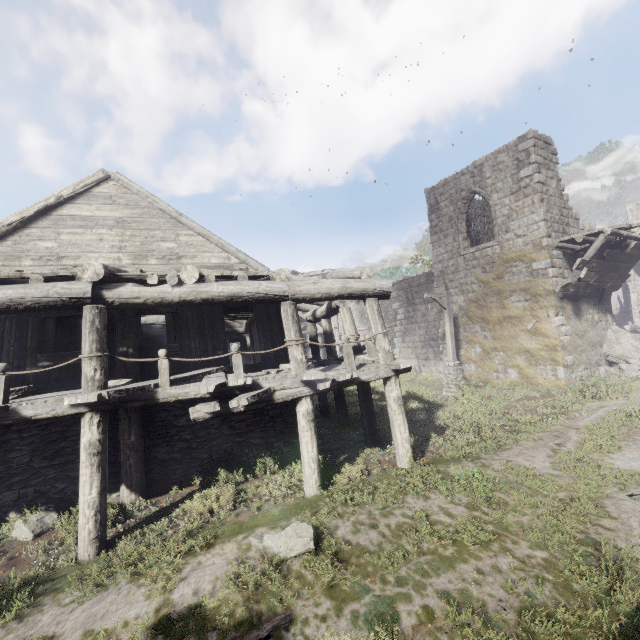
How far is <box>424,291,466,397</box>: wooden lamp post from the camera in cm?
1565

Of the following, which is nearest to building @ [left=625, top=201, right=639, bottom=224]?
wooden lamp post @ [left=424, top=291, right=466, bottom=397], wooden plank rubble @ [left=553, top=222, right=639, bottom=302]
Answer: wooden plank rubble @ [left=553, top=222, right=639, bottom=302]

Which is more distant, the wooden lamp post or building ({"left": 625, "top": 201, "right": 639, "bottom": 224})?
building ({"left": 625, "top": 201, "right": 639, "bottom": 224})

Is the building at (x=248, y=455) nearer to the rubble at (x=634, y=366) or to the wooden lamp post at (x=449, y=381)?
the rubble at (x=634, y=366)

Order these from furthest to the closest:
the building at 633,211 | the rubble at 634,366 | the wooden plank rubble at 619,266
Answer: the building at 633,211
the rubble at 634,366
the wooden plank rubble at 619,266

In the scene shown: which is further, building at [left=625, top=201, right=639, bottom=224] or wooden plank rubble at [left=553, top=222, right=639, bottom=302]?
building at [left=625, top=201, right=639, bottom=224]

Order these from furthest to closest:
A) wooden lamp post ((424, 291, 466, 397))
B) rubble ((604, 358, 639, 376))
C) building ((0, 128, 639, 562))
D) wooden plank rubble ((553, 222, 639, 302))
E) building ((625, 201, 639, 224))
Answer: building ((625, 201, 639, 224)) < wooden lamp post ((424, 291, 466, 397)) < rubble ((604, 358, 639, 376)) < wooden plank rubble ((553, 222, 639, 302)) < building ((0, 128, 639, 562))

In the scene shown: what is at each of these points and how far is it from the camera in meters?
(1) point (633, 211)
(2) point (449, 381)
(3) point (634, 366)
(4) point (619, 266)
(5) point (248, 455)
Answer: (1) building, 29.2
(2) wooden lamp post, 16.0
(3) rubble, 14.1
(4) wooden plank rubble, 14.7
(5) building, 9.0
